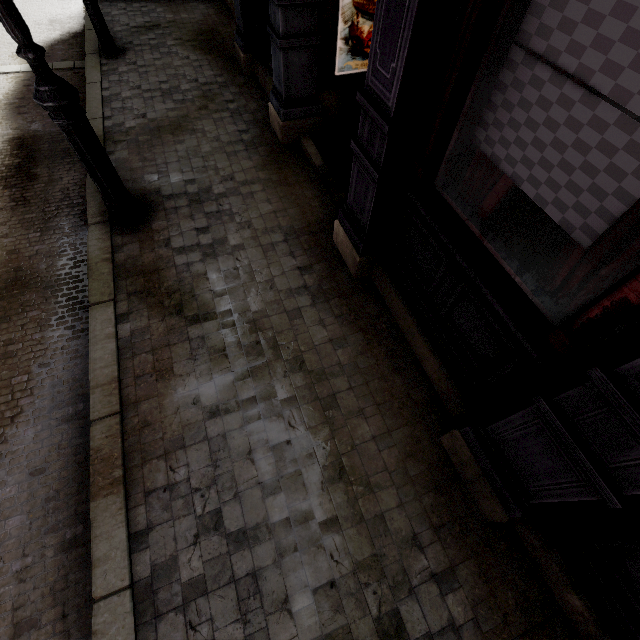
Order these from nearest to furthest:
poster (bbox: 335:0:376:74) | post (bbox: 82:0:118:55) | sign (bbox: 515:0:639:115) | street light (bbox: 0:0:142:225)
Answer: sign (bbox: 515:0:639:115) < street light (bbox: 0:0:142:225) < poster (bbox: 335:0:376:74) < post (bbox: 82:0:118:55)

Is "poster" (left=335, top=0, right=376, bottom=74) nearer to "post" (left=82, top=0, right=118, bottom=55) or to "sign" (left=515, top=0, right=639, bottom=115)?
"sign" (left=515, top=0, right=639, bottom=115)

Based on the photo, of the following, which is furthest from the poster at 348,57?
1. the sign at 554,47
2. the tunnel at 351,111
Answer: the sign at 554,47

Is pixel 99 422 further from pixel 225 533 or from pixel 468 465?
pixel 468 465

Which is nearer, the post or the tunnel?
the tunnel

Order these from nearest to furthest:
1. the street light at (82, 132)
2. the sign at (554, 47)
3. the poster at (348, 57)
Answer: the sign at (554, 47), the street light at (82, 132), the poster at (348, 57)

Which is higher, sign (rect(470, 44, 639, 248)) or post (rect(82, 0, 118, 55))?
sign (rect(470, 44, 639, 248))

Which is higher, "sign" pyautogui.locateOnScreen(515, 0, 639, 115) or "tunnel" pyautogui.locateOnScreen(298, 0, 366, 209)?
"sign" pyautogui.locateOnScreen(515, 0, 639, 115)
